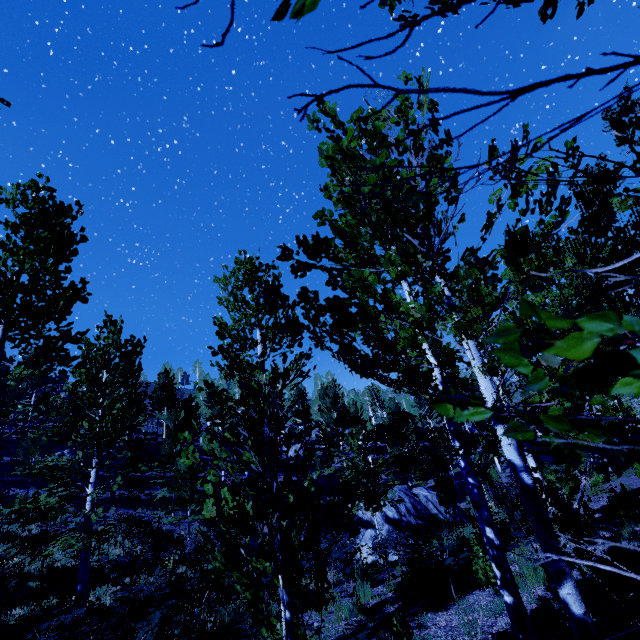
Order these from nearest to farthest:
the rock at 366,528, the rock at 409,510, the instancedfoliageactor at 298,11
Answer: the instancedfoliageactor at 298,11 → the rock at 366,528 → the rock at 409,510

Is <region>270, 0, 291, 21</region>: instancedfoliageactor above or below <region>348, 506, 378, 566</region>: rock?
above

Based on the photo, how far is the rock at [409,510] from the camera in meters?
15.3 m

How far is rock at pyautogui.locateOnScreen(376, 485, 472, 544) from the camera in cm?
1527

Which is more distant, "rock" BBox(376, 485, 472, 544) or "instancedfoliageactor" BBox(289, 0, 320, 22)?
"rock" BBox(376, 485, 472, 544)

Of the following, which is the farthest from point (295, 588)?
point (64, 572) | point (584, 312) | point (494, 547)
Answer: point (64, 572)

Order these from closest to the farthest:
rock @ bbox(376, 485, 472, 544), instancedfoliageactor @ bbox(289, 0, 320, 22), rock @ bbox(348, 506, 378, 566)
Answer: instancedfoliageactor @ bbox(289, 0, 320, 22) → rock @ bbox(348, 506, 378, 566) → rock @ bbox(376, 485, 472, 544)
